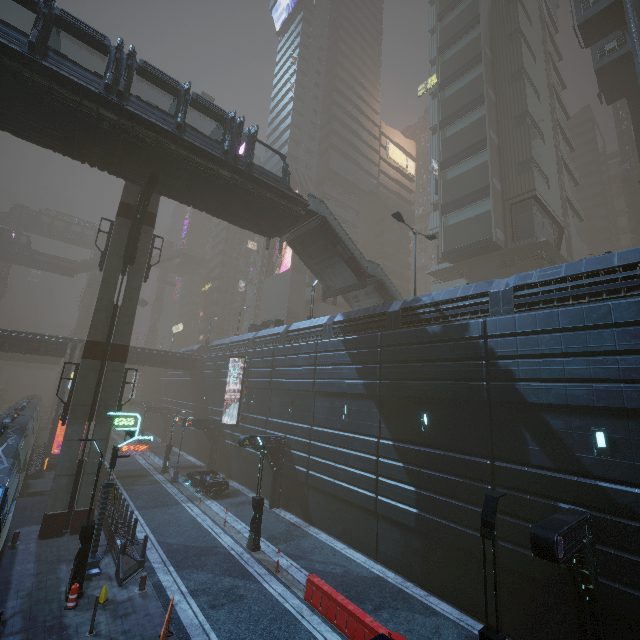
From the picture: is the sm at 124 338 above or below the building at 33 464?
above

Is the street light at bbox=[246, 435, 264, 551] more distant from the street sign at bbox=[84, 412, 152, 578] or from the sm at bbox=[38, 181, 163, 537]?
the sm at bbox=[38, 181, 163, 537]

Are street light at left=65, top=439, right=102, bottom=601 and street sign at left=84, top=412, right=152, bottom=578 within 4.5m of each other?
yes

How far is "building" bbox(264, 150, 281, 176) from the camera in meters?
54.9 m

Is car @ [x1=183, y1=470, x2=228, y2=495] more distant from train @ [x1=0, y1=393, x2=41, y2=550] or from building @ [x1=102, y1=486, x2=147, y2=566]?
train @ [x1=0, y1=393, x2=41, y2=550]

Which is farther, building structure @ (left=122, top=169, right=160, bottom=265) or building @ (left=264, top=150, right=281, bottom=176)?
building @ (left=264, top=150, right=281, bottom=176)

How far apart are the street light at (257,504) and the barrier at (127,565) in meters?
4.7

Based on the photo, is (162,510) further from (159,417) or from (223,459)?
(159,417)
